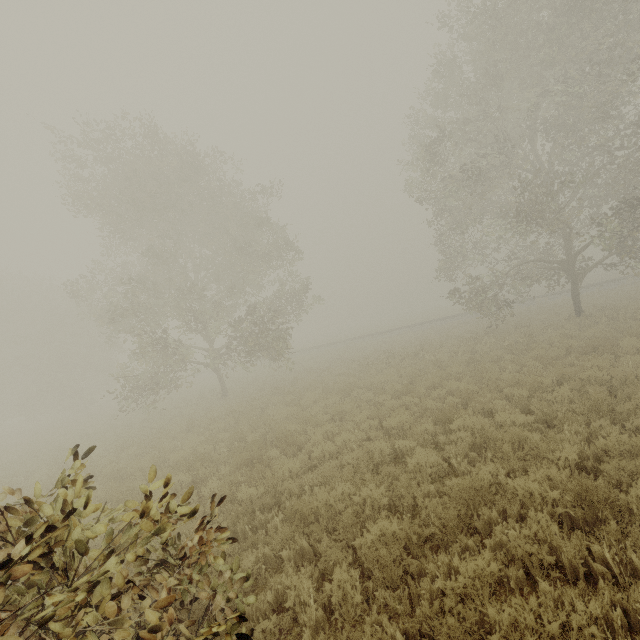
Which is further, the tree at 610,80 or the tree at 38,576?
the tree at 610,80

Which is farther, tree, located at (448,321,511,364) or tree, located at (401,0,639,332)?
tree, located at (448,321,511,364)

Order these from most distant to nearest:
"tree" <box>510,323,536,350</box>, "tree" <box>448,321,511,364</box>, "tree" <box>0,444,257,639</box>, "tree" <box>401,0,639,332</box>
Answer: "tree" <box>448,321,511,364</box> → "tree" <box>510,323,536,350</box> → "tree" <box>401,0,639,332</box> → "tree" <box>0,444,257,639</box>

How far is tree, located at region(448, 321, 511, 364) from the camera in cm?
1540

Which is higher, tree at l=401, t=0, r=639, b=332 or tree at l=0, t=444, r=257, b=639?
tree at l=401, t=0, r=639, b=332

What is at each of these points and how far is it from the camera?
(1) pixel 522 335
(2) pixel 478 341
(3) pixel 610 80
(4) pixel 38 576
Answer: (1) tree, 16.44m
(2) tree, 17.09m
(3) tree, 13.27m
(4) tree, 2.31m

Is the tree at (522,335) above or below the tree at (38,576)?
below
